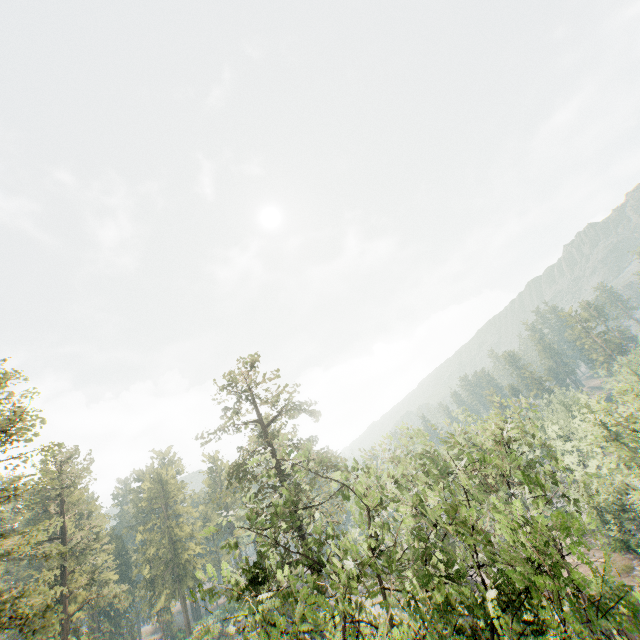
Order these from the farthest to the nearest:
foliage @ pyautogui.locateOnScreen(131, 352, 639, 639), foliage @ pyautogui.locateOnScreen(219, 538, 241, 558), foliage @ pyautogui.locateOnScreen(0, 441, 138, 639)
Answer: foliage @ pyautogui.locateOnScreen(0, 441, 138, 639)
foliage @ pyautogui.locateOnScreen(219, 538, 241, 558)
foliage @ pyautogui.locateOnScreen(131, 352, 639, 639)

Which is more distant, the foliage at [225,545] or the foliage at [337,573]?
the foliage at [225,545]

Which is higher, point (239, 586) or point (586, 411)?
point (239, 586)

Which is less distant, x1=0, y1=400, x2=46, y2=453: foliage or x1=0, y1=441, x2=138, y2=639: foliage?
x1=0, y1=441, x2=138, y2=639: foliage

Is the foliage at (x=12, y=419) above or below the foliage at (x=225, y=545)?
above

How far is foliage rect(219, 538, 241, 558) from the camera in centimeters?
1074cm

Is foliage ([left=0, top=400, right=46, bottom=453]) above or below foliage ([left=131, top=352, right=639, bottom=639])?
above
